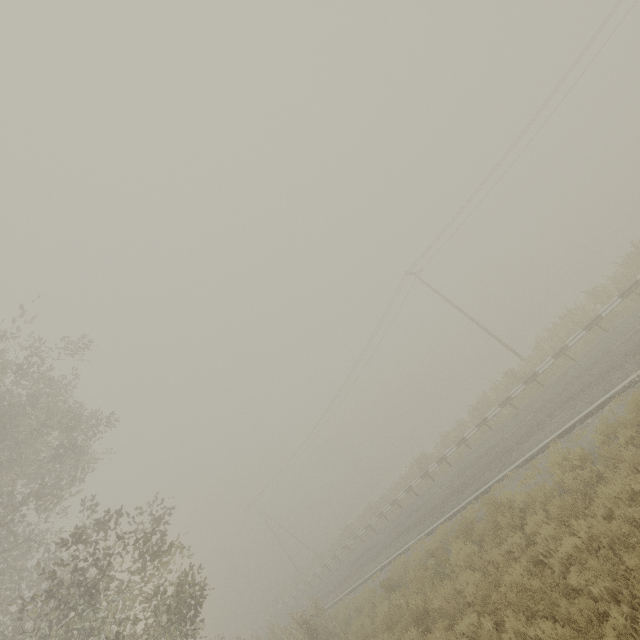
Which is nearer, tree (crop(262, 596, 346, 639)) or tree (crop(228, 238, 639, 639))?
tree (crop(262, 596, 346, 639))

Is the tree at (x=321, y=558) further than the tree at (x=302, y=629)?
Yes

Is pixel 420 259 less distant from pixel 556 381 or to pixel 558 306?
pixel 556 381
